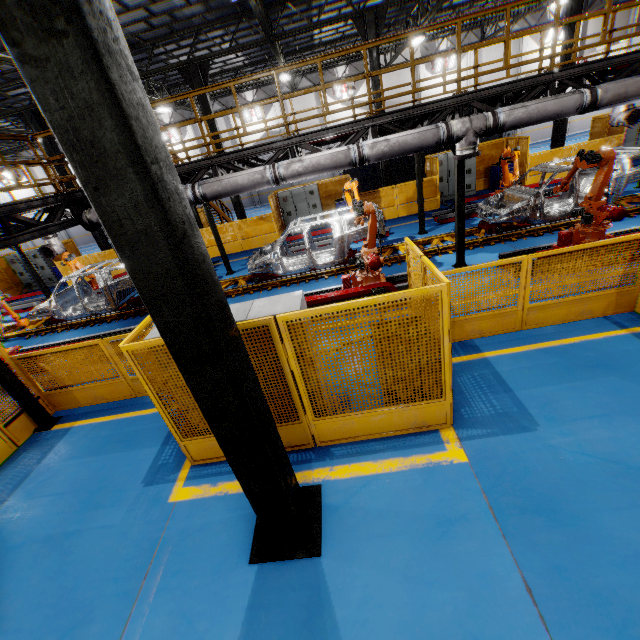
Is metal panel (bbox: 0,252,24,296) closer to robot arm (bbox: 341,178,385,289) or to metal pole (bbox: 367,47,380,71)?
metal pole (bbox: 367,47,380,71)

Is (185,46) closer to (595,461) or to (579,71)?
(579,71)

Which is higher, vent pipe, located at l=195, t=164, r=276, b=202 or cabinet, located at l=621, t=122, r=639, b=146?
vent pipe, located at l=195, t=164, r=276, b=202

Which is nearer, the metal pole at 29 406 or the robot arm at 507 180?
the metal pole at 29 406

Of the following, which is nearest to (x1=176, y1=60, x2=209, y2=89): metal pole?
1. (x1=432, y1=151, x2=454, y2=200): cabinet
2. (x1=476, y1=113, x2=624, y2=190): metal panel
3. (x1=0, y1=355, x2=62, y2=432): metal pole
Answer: (x1=476, y1=113, x2=624, y2=190): metal panel

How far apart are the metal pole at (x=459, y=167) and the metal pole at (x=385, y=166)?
7.76m

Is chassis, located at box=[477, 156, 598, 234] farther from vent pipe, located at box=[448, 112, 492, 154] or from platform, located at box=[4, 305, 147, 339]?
vent pipe, located at box=[448, 112, 492, 154]

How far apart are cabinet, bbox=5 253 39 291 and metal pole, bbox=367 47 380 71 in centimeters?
1904cm
